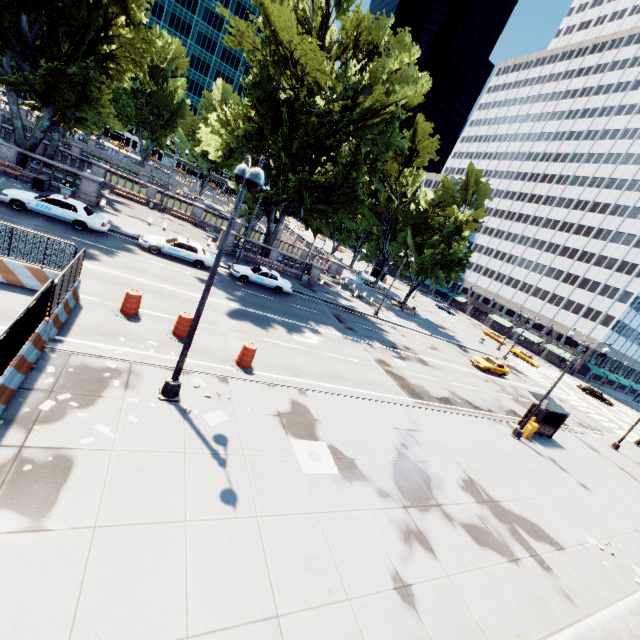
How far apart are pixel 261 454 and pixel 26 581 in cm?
537

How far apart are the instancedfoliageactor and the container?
24.38m

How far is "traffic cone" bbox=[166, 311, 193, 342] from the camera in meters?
13.4 m

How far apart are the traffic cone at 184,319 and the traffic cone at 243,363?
1.8m

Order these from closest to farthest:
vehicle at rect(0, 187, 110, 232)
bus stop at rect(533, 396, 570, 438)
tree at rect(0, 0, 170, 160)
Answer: vehicle at rect(0, 187, 110, 232) → tree at rect(0, 0, 170, 160) → bus stop at rect(533, 396, 570, 438)

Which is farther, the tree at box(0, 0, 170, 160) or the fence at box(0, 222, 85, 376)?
the tree at box(0, 0, 170, 160)

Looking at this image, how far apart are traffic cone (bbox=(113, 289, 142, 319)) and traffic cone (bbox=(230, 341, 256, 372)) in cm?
415

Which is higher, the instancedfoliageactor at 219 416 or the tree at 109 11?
the tree at 109 11
